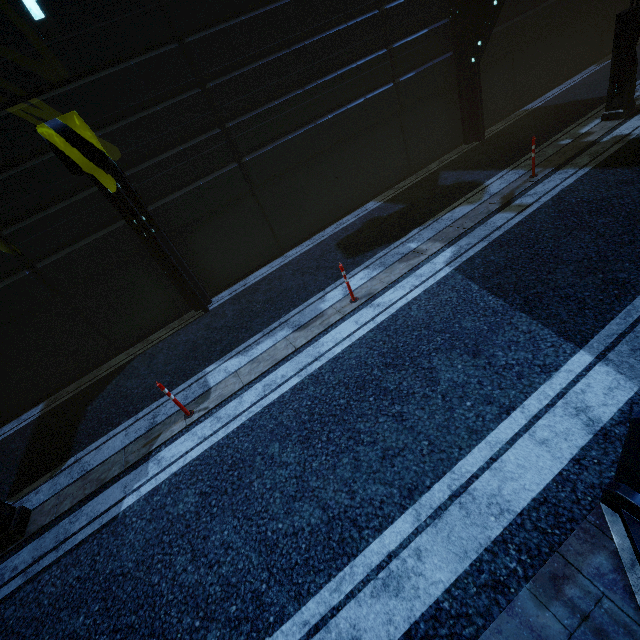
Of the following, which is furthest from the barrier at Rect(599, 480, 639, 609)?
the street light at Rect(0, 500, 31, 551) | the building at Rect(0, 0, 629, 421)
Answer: the street light at Rect(0, 500, 31, 551)

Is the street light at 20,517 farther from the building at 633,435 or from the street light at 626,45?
the street light at 626,45

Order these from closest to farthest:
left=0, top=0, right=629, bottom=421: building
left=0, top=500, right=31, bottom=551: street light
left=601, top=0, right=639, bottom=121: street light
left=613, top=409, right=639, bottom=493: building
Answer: left=613, top=409, right=639, bottom=493: building < left=0, top=500, right=31, bottom=551: street light < left=0, top=0, right=629, bottom=421: building < left=601, top=0, right=639, bottom=121: street light

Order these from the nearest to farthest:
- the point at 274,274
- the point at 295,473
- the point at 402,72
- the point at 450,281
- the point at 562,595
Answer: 1. the point at 562,595
2. the point at 295,473
3. the point at 450,281
4. the point at 274,274
5. the point at 402,72

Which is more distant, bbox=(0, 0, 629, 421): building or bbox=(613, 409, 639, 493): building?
bbox=(0, 0, 629, 421): building

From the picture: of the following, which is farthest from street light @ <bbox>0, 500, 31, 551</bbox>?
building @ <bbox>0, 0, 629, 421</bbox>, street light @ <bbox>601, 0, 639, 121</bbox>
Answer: street light @ <bbox>601, 0, 639, 121</bbox>

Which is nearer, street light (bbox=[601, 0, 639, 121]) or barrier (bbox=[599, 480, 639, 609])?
barrier (bbox=[599, 480, 639, 609])
